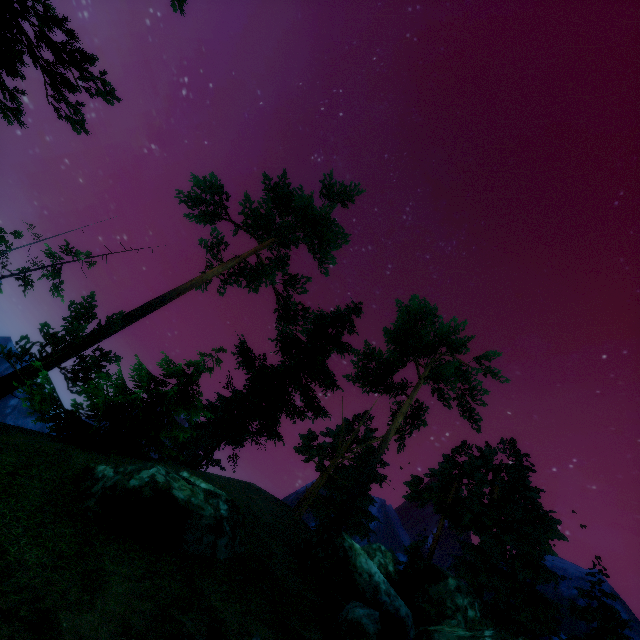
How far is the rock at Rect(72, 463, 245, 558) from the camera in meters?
8.9

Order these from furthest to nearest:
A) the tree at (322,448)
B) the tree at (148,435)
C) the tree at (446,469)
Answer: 1. the tree at (322,448)
2. the tree at (446,469)
3. the tree at (148,435)

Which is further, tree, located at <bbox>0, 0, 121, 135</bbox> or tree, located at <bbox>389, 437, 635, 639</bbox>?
tree, located at <bbox>389, 437, 635, 639</bbox>

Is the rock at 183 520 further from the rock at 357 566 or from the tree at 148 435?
the tree at 148 435

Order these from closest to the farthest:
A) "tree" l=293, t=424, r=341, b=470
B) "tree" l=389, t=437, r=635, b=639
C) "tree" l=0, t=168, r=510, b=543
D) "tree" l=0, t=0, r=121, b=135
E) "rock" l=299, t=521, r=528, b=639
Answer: "tree" l=0, t=0, r=121, b=135 < "rock" l=299, t=521, r=528, b=639 < "tree" l=0, t=168, r=510, b=543 < "tree" l=389, t=437, r=635, b=639 < "tree" l=293, t=424, r=341, b=470

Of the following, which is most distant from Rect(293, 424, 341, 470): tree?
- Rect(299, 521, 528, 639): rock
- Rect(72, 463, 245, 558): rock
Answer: Rect(72, 463, 245, 558): rock

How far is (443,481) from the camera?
31.4m

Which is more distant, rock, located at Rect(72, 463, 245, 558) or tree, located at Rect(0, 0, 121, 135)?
rock, located at Rect(72, 463, 245, 558)
